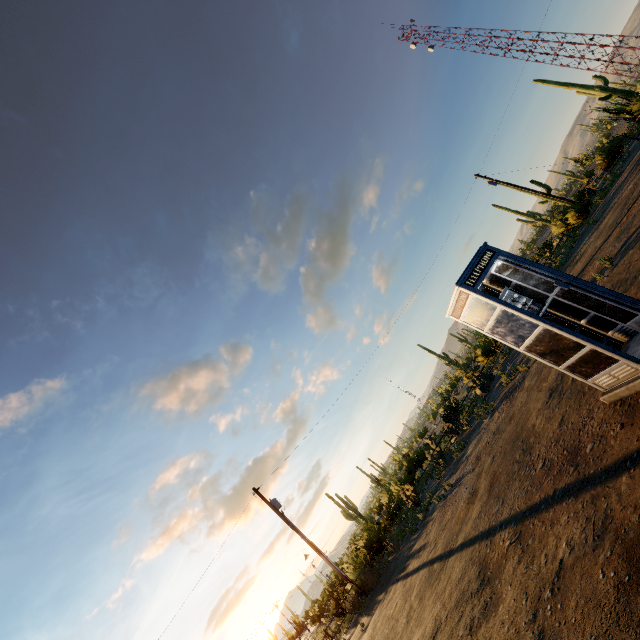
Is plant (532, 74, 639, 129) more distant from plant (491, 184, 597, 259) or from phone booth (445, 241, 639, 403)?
phone booth (445, 241, 639, 403)

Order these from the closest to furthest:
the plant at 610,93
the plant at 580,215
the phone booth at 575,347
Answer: the phone booth at 575,347, the plant at 580,215, the plant at 610,93

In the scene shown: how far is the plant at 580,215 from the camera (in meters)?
22.27

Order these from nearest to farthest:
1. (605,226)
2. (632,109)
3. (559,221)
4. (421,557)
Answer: (421,557) < (605,226) < (559,221) < (632,109)

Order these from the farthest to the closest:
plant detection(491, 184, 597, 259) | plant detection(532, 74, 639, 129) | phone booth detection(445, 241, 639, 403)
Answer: plant detection(532, 74, 639, 129), plant detection(491, 184, 597, 259), phone booth detection(445, 241, 639, 403)

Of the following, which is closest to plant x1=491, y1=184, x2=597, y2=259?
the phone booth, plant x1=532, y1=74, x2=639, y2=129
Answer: plant x1=532, y1=74, x2=639, y2=129

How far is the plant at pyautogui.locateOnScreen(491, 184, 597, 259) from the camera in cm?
2227

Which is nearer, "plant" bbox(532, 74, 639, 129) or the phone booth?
the phone booth
